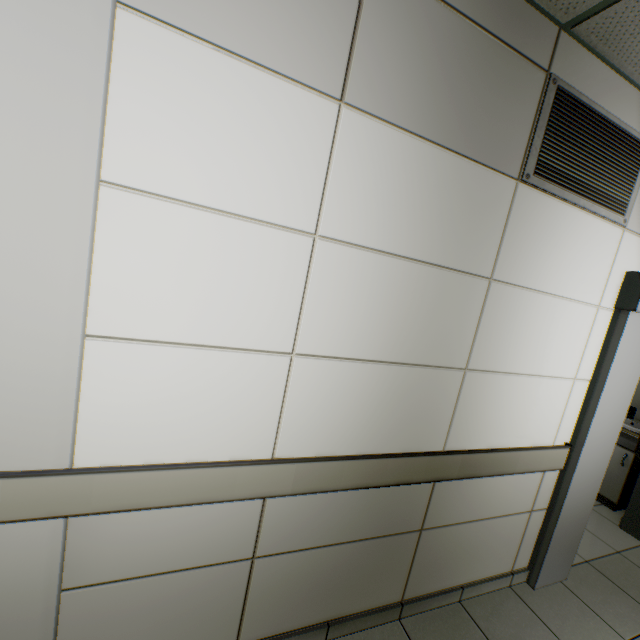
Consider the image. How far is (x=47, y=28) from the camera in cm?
86

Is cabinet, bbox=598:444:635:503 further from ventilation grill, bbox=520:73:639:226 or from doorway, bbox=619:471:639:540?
ventilation grill, bbox=520:73:639:226

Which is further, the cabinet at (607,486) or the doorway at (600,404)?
the cabinet at (607,486)

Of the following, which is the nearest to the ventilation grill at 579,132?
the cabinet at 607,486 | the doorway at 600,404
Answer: the doorway at 600,404

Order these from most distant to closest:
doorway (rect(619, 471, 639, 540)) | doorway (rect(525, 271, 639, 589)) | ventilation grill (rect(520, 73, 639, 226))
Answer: doorway (rect(619, 471, 639, 540)) < doorway (rect(525, 271, 639, 589)) < ventilation grill (rect(520, 73, 639, 226))

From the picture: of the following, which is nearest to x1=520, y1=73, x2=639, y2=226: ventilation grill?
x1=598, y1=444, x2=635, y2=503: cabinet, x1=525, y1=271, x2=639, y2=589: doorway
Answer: x1=525, y1=271, x2=639, y2=589: doorway

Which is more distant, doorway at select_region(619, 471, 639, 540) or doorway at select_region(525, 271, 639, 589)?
doorway at select_region(619, 471, 639, 540)

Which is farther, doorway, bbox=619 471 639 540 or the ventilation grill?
doorway, bbox=619 471 639 540
